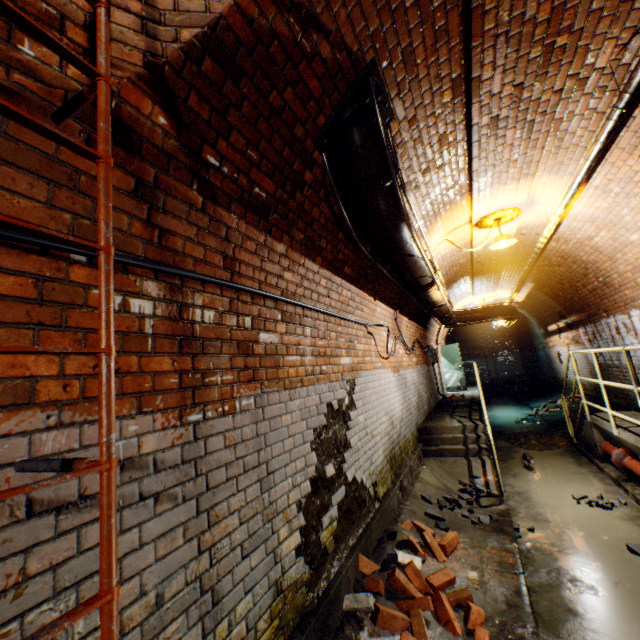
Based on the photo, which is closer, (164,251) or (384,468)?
(164,251)

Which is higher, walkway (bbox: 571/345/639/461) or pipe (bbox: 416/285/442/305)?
pipe (bbox: 416/285/442/305)

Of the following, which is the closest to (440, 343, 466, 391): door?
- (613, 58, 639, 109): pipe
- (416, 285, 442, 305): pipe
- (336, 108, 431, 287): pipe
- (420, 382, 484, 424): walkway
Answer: (420, 382, 484, 424): walkway

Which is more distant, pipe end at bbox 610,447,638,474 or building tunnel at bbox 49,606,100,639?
pipe end at bbox 610,447,638,474

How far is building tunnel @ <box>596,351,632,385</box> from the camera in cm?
754

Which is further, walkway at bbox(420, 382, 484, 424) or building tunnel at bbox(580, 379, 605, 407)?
building tunnel at bbox(580, 379, 605, 407)

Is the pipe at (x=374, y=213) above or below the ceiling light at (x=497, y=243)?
below

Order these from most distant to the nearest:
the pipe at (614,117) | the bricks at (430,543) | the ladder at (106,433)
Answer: the bricks at (430,543), the pipe at (614,117), the ladder at (106,433)
